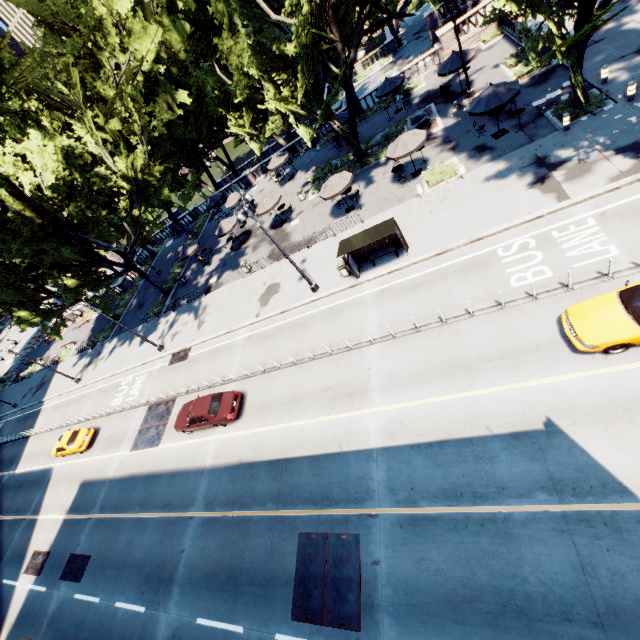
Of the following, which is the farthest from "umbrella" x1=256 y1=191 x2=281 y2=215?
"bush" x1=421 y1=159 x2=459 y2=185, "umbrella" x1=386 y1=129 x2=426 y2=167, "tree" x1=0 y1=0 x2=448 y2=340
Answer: "bush" x1=421 y1=159 x2=459 y2=185

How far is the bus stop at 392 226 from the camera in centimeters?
1691cm

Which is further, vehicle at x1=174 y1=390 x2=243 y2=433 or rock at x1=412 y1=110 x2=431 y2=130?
rock at x1=412 y1=110 x2=431 y2=130

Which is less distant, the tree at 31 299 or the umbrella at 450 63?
the tree at 31 299

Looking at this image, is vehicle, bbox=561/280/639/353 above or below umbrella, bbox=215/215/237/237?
below

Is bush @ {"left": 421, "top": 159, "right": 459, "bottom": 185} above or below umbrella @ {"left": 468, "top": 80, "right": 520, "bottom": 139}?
below

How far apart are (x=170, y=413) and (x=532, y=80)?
33.8 meters

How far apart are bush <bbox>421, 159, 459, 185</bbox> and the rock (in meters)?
6.04
